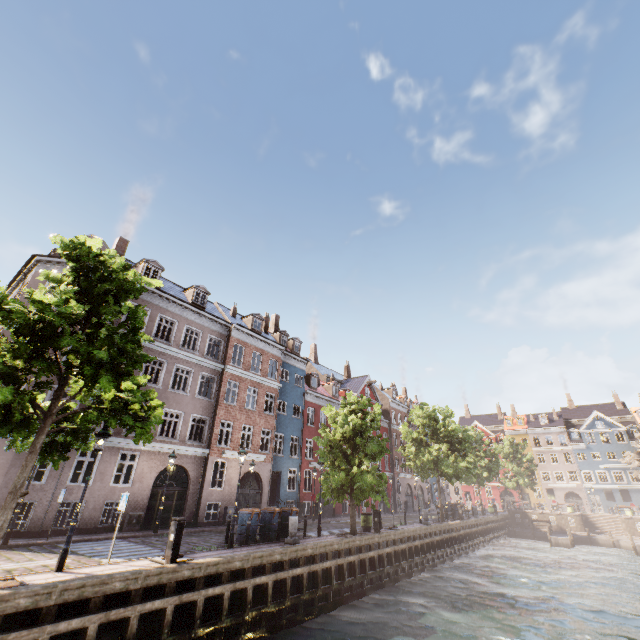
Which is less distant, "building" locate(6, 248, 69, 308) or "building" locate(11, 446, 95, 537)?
"building" locate(11, 446, 95, 537)

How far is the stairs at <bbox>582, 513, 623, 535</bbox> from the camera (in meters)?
39.41

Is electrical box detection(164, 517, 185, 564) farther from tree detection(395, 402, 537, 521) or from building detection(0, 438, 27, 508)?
building detection(0, 438, 27, 508)

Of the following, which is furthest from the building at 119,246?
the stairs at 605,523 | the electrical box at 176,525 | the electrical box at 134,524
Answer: the stairs at 605,523

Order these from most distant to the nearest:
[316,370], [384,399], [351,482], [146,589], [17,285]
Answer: [384,399], [316,370], [17,285], [351,482], [146,589]

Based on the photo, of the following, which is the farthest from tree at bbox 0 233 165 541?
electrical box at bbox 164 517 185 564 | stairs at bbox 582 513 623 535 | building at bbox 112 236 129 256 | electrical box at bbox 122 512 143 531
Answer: electrical box at bbox 122 512 143 531

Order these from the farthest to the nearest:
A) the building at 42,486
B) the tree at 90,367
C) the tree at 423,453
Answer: the tree at 423,453
the building at 42,486
the tree at 90,367

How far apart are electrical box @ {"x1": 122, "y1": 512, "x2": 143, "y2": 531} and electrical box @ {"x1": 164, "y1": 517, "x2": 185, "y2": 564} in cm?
901
